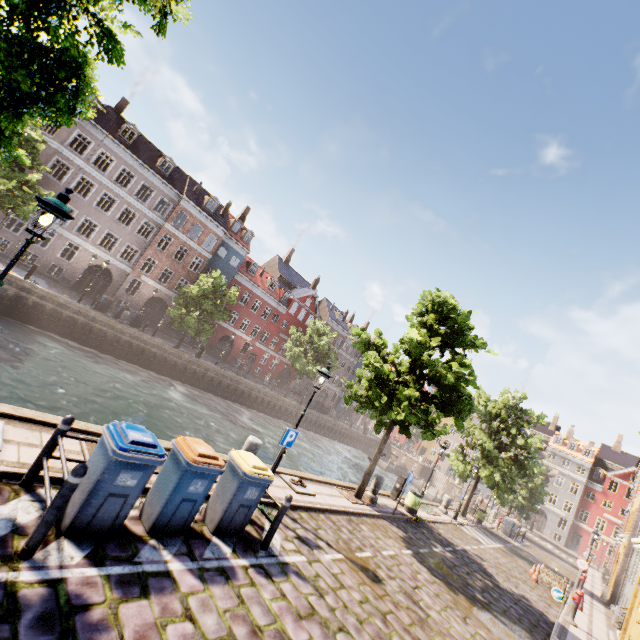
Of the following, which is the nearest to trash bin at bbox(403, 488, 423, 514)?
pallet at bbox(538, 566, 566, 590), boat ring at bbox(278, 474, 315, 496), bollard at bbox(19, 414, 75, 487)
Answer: boat ring at bbox(278, 474, 315, 496)

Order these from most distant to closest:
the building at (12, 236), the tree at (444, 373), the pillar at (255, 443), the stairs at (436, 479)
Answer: the stairs at (436, 479), the building at (12, 236), the tree at (444, 373), the pillar at (255, 443)

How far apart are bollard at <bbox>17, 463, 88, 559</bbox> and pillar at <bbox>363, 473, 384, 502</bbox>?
12.69m

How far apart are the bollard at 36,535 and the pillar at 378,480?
12.7 meters

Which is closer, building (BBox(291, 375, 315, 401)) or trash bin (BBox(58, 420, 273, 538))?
trash bin (BBox(58, 420, 273, 538))

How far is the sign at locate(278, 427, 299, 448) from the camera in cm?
832

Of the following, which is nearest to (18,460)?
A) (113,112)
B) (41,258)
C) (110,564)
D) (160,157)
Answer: (110,564)

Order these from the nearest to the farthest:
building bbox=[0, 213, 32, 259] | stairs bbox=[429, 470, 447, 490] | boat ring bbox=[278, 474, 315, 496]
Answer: boat ring bbox=[278, 474, 315, 496] → building bbox=[0, 213, 32, 259] → stairs bbox=[429, 470, 447, 490]
